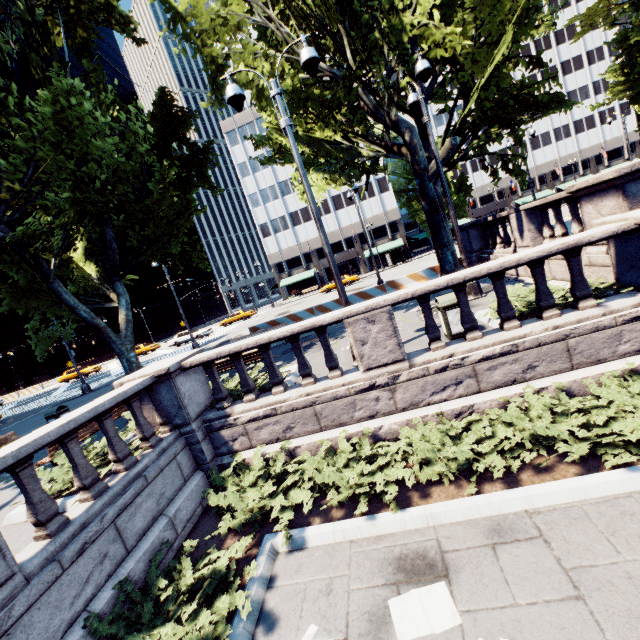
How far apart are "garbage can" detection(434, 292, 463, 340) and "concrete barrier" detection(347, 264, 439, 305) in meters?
8.9 m

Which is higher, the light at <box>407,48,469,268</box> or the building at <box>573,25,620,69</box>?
the building at <box>573,25,620,69</box>

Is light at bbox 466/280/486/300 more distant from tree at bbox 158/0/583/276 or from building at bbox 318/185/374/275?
building at bbox 318/185/374/275

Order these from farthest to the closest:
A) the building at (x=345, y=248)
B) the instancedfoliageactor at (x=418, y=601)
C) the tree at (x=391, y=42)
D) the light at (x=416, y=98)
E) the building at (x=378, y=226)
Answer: Answer: the building at (x=345, y=248), the building at (x=378, y=226), the tree at (x=391, y=42), the light at (x=416, y=98), the instancedfoliageactor at (x=418, y=601)

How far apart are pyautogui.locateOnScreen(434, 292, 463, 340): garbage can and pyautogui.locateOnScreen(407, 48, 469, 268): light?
3.32m

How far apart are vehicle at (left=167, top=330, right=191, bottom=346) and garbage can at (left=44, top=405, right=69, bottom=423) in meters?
24.1

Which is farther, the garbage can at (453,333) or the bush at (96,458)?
the garbage can at (453,333)

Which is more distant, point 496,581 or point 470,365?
point 470,365
